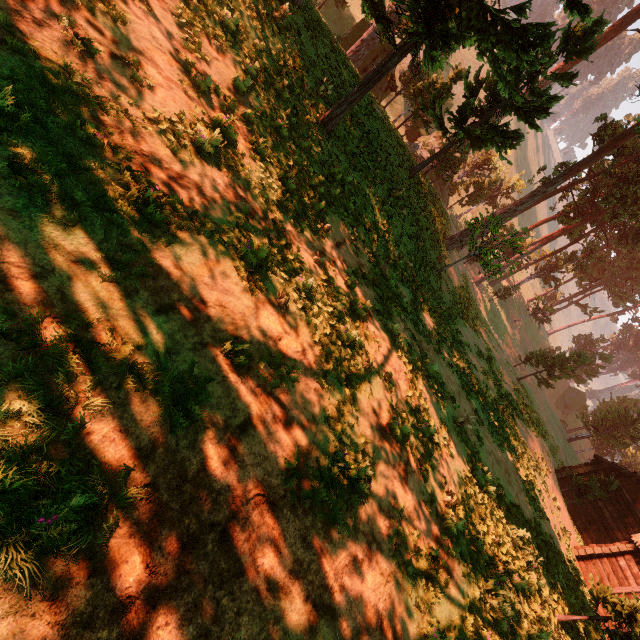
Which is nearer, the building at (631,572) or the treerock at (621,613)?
the treerock at (621,613)

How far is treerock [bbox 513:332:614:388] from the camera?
29.3m

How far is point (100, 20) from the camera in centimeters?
645cm

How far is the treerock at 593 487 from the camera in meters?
21.5

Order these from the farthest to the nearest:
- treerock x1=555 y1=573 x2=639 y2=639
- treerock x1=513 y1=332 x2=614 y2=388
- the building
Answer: treerock x1=513 y1=332 x2=614 y2=388 < the building < treerock x1=555 y1=573 x2=639 y2=639

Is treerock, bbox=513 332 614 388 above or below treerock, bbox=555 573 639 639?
above

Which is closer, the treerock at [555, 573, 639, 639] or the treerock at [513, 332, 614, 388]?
the treerock at [555, 573, 639, 639]
